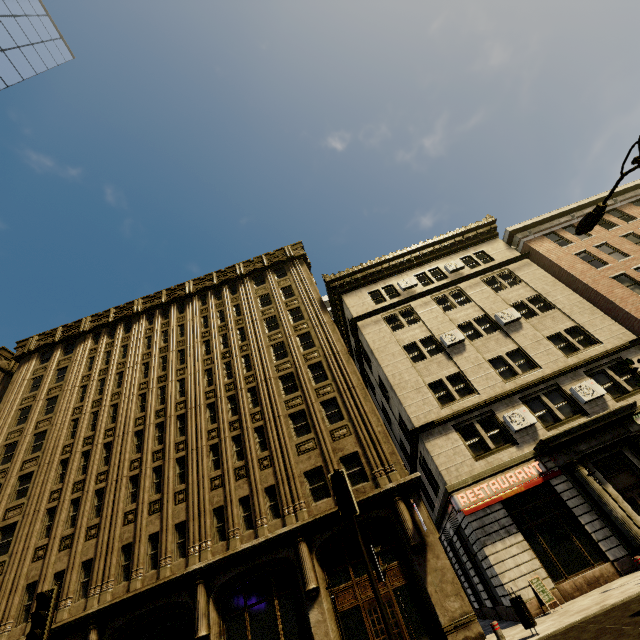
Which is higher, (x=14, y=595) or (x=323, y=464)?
(x=323, y=464)

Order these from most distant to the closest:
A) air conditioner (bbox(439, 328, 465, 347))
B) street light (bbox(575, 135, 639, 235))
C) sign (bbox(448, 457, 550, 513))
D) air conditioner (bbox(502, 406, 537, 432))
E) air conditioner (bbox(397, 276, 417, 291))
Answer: air conditioner (bbox(397, 276, 417, 291)), air conditioner (bbox(439, 328, 465, 347)), air conditioner (bbox(502, 406, 537, 432)), sign (bbox(448, 457, 550, 513)), street light (bbox(575, 135, 639, 235))

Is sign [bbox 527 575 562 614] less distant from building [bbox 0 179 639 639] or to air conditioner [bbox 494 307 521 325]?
building [bbox 0 179 639 639]

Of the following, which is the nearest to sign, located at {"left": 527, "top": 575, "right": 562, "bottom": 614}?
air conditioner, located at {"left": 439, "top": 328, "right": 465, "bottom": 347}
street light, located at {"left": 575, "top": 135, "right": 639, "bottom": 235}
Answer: air conditioner, located at {"left": 439, "top": 328, "right": 465, "bottom": 347}

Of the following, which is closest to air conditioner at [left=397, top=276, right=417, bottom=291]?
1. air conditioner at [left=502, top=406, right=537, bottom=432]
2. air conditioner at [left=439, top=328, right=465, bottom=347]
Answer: air conditioner at [left=439, top=328, right=465, bottom=347]

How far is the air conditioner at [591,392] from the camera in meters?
16.5 m

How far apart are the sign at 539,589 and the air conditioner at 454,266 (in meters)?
18.45

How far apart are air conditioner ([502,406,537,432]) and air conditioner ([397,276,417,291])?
11.01m
